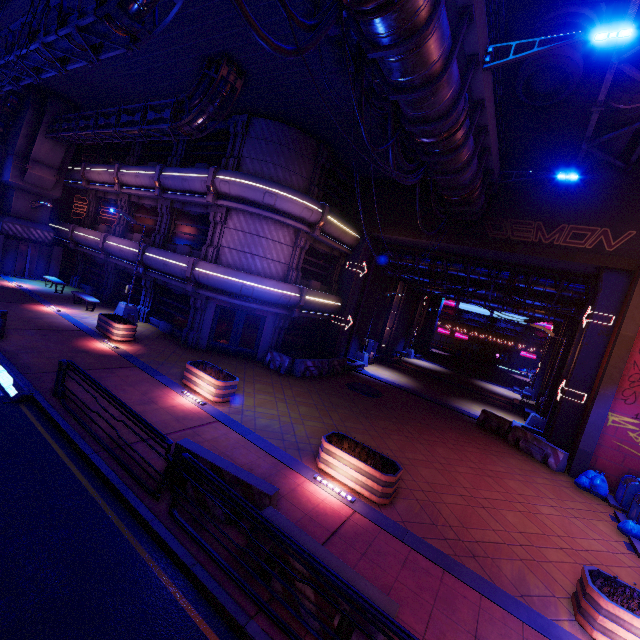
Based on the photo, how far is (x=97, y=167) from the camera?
22.7 meters

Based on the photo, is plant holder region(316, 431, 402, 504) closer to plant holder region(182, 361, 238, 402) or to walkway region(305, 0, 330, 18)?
plant holder region(182, 361, 238, 402)

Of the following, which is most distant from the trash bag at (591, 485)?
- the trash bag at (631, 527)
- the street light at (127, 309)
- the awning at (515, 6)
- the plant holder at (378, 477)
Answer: the street light at (127, 309)

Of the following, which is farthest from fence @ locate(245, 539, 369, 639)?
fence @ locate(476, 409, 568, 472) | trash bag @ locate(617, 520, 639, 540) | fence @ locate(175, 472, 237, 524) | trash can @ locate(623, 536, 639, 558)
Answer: fence @ locate(476, 409, 568, 472)

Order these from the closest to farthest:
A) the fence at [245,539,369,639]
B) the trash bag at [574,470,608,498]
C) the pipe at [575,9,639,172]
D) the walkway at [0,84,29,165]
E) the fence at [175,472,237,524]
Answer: the fence at [245,539,369,639]
the fence at [175,472,237,524]
the pipe at [575,9,639,172]
the trash bag at [574,470,608,498]
the walkway at [0,84,29,165]

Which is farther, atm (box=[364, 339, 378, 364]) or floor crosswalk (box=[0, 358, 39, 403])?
A: atm (box=[364, 339, 378, 364])

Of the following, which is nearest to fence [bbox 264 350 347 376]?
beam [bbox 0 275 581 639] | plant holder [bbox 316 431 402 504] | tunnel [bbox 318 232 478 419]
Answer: → tunnel [bbox 318 232 478 419]

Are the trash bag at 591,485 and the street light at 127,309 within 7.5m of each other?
no
